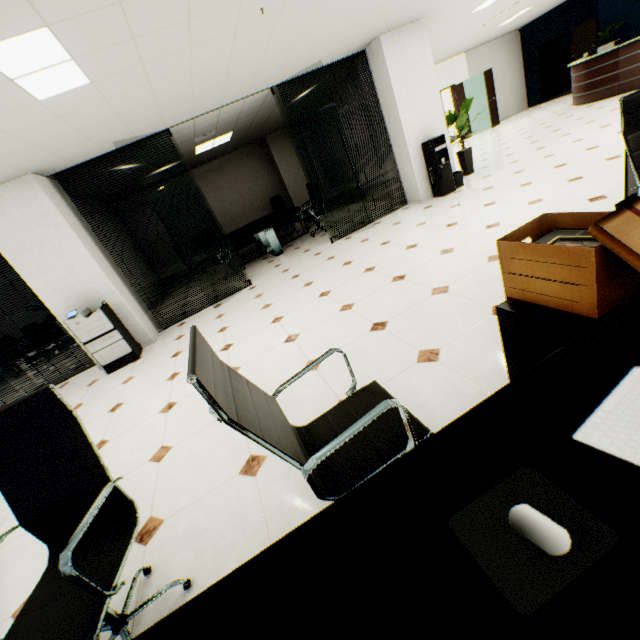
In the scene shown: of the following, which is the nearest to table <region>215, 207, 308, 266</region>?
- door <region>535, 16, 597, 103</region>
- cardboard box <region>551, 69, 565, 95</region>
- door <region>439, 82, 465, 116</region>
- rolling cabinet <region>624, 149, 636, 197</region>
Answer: rolling cabinet <region>624, 149, 636, 197</region>

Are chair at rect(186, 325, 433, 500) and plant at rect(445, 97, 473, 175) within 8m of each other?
yes

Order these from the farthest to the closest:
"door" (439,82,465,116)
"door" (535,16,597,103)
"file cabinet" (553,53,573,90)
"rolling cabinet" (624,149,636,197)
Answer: "file cabinet" (553,53,573,90) < "door" (439,82,465,116) < "door" (535,16,597,103) < "rolling cabinet" (624,149,636,197)

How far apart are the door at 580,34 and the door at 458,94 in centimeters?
342cm

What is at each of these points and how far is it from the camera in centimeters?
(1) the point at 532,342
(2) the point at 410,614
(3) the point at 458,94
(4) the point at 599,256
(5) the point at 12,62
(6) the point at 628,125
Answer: (1) rolling cabinet, 142cm
(2) table, 62cm
(3) door, 1304cm
(4) cardboard box, 107cm
(5) light, 232cm
(6) chair, 194cm

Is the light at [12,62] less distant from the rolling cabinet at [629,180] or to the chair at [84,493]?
the chair at [84,493]

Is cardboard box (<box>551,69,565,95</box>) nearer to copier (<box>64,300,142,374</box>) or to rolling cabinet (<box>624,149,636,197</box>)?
rolling cabinet (<box>624,149,636,197</box>)

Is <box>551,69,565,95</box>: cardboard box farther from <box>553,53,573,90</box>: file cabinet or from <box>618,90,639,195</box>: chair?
<box>618,90,639,195</box>: chair
